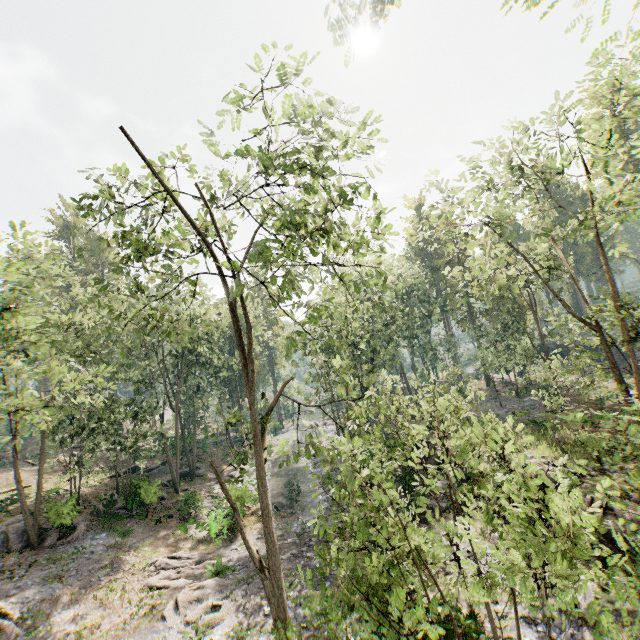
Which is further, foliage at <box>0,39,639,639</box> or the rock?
the rock

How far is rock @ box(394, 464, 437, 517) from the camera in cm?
2042

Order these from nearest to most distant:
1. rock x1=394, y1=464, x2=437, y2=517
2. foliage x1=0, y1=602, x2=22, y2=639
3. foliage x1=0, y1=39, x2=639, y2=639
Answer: foliage x1=0, y1=39, x2=639, y2=639 → foliage x1=0, y1=602, x2=22, y2=639 → rock x1=394, y1=464, x2=437, y2=517

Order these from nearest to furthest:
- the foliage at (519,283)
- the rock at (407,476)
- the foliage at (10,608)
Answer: the foliage at (519,283), the foliage at (10,608), the rock at (407,476)

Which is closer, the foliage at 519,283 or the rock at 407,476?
the foliage at 519,283

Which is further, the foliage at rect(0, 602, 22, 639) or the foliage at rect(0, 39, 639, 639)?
the foliage at rect(0, 602, 22, 639)

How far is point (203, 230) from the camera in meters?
14.3
